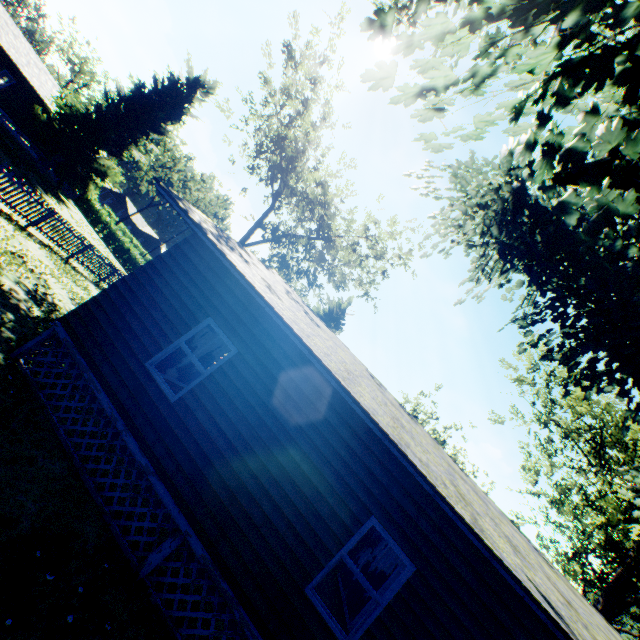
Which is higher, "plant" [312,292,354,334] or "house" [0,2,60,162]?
"plant" [312,292,354,334]

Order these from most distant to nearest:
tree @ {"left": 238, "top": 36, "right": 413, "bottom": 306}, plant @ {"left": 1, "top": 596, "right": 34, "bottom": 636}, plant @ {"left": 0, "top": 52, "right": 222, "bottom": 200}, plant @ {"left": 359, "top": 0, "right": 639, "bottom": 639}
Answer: plant @ {"left": 0, "top": 52, "right": 222, "bottom": 200} → tree @ {"left": 238, "top": 36, "right": 413, "bottom": 306} → plant @ {"left": 359, "top": 0, "right": 639, "bottom": 639} → plant @ {"left": 1, "top": 596, "right": 34, "bottom": 636}

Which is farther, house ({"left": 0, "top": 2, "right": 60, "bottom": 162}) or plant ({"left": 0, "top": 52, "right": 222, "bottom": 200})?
plant ({"left": 0, "top": 52, "right": 222, "bottom": 200})

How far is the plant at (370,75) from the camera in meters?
5.2 m

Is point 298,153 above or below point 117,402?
above

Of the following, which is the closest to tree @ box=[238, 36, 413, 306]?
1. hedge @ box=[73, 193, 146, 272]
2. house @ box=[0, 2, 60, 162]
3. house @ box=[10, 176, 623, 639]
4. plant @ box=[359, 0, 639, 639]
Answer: house @ box=[10, 176, 623, 639]

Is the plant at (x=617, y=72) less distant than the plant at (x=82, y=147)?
Yes

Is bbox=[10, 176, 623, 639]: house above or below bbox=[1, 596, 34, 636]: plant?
above
